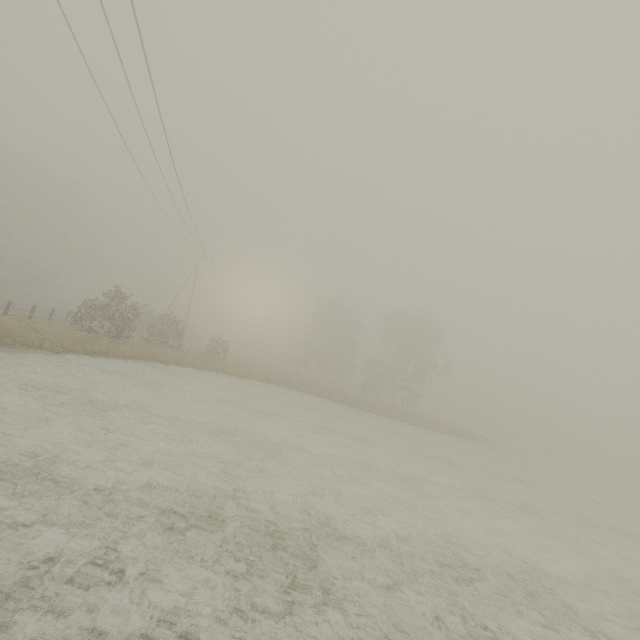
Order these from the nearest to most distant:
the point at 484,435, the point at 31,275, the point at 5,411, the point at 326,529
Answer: the point at 326,529
the point at 5,411
the point at 484,435
the point at 31,275
